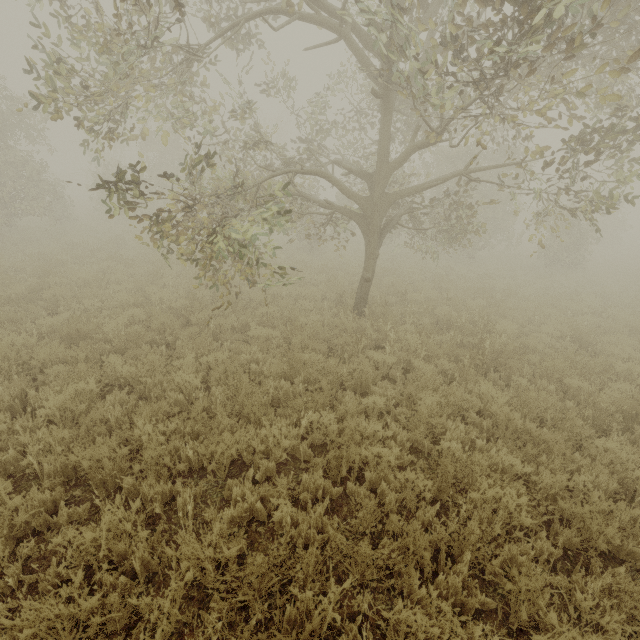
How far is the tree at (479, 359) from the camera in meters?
6.7 m

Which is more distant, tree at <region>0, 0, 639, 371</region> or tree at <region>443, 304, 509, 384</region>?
tree at <region>443, 304, 509, 384</region>

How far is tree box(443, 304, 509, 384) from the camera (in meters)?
6.73

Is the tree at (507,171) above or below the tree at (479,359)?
above

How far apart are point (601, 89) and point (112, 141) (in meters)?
7.25

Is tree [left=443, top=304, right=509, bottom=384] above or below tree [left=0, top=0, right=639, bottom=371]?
below
